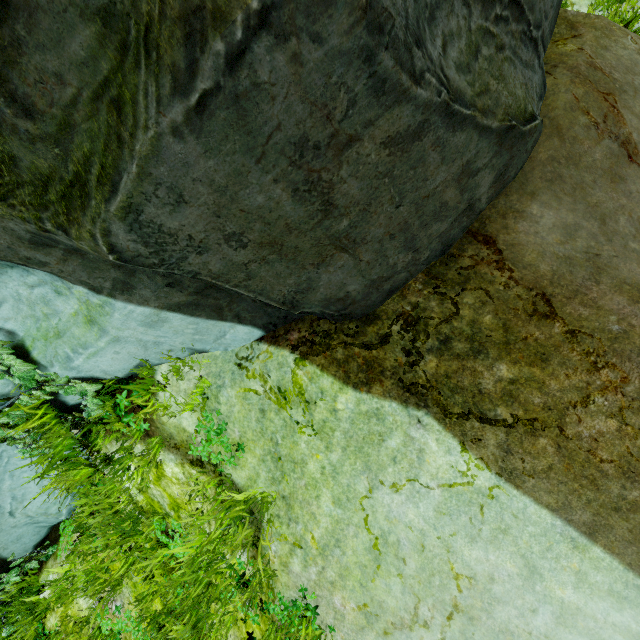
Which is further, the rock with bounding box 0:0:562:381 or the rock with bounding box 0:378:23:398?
the rock with bounding box 0:378:23:398

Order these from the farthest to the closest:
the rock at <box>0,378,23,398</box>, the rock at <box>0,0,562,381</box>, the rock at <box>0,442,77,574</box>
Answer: the rock at <box>0,442,77,574</box> → the rock at <box>0,378,23,398</box> → the rock at <box>0,0,562,381</box>

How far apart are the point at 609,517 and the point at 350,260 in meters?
2.8

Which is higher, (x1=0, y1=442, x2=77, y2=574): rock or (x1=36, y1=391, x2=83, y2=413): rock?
(x1=36, y1=391, x2=83, y2=413): rock

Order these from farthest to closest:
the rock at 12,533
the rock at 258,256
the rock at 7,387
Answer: the rock at 12,533
the rock at 7,387
the rock at 258,256

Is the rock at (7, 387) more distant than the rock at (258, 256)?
Yes
